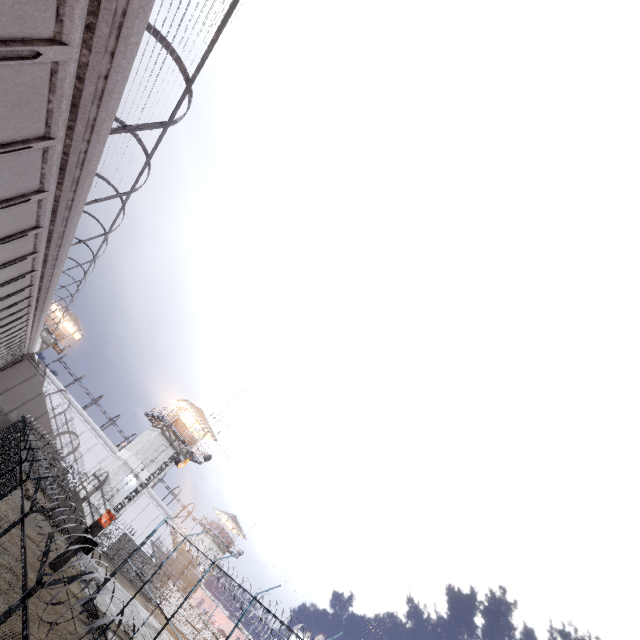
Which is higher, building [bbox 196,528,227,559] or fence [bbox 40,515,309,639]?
building [bbox 196,528,227,559]

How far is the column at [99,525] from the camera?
20.55m

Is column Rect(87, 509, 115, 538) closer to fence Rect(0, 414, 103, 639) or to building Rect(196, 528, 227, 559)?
fence Rect(0, 414, 103, 639)

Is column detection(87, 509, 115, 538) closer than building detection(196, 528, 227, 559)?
Yes

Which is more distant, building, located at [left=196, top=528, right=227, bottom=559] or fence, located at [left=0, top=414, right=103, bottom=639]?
building, located at [left=196, top=528, right=227, bottom=559]

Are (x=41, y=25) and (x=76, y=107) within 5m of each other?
yes

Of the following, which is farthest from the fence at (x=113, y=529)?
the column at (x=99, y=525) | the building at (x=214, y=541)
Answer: the building at (x=214, y=541)

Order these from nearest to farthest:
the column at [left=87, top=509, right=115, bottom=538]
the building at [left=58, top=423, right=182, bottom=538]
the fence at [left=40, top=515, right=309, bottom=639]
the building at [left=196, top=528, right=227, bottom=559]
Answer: the fence at [left=40, top=515, right=309, bottom=639], the column at [left=87, top=509, right=115, bottom=538], the building at [left=58, top=423, right=182, bottom=538], the building at [left=196, top=528, right=227, bottom=559]
